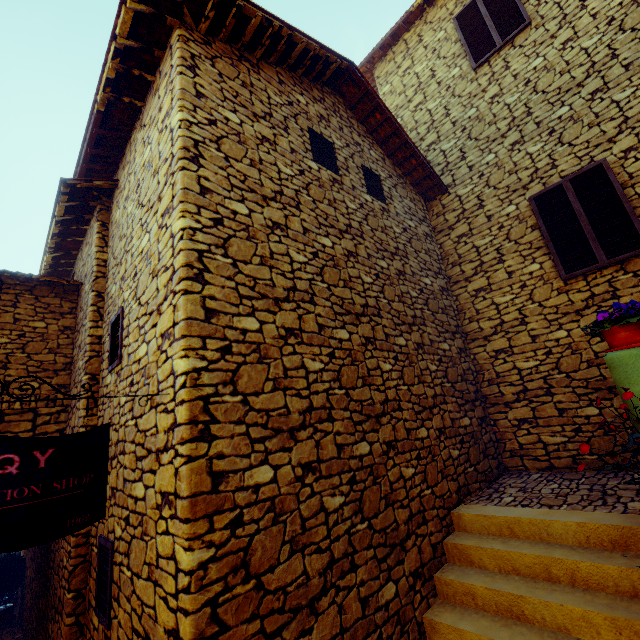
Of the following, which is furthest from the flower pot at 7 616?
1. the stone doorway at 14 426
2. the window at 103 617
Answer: the window at 103 617

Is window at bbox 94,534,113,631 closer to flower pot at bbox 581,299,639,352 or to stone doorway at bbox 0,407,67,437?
stone doorway at bbox 0,407,67,437

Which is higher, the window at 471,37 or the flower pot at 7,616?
the window at 471,37

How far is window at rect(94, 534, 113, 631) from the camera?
3.0m

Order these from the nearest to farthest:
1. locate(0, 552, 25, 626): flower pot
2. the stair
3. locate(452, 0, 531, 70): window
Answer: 1. the stair
2. locate(452, 0, 531, 70): window
3. locate(0, 552, 25, 626): flower pot

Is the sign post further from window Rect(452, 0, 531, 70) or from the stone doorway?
window Rect(452, 0, 531, 70)

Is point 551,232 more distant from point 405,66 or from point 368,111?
point 405,66

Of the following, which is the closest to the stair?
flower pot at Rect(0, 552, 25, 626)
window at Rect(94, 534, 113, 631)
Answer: window at Rect(94, 534, 113, 631)
